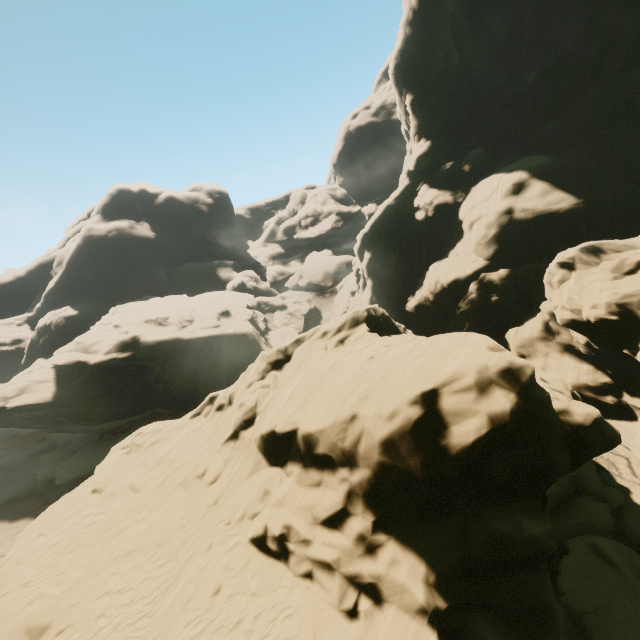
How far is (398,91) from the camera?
38.9m
